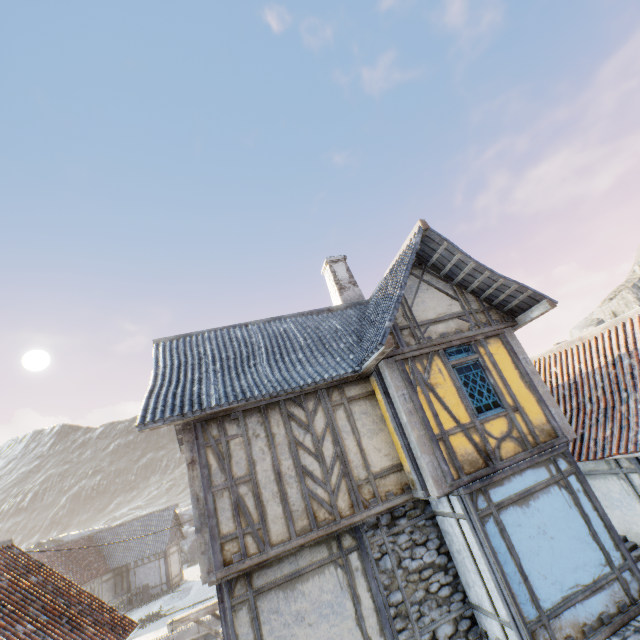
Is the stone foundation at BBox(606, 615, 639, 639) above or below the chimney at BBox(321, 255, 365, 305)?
below

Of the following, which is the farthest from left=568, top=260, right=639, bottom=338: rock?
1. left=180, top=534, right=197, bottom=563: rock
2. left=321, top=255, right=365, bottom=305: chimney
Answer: left=321, top=255, right=365, bottom=305: chimney

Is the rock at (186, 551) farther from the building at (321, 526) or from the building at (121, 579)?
the building at (321, 526)

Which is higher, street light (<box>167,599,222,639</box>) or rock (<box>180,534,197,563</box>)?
street light (<box>167,599,222,639</box>)

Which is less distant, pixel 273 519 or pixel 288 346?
pixel 273 519

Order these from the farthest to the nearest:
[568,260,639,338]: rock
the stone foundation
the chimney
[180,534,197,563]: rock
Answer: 1. [568,260,639,338]: rock
2. [180,534,197,563]: rock
3. the chimney
4. the stone foundation

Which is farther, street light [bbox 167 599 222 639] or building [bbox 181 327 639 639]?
street light [bbox 167 599 222 639]

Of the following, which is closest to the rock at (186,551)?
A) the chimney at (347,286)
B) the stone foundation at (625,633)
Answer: the stone foundation at (625,633)
